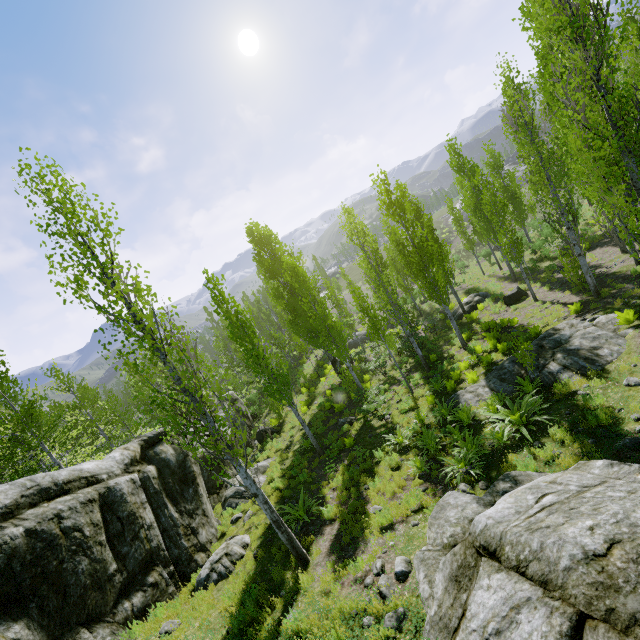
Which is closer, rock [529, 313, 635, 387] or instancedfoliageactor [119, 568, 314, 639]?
instancedfoliageactor [119, 568, 314, 639]

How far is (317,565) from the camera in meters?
7.9

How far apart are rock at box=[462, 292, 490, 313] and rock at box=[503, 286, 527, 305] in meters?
2.8

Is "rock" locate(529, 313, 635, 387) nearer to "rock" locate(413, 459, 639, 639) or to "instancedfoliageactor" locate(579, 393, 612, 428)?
"instancedfoliageactor" locate(579, 393, 612, 428)

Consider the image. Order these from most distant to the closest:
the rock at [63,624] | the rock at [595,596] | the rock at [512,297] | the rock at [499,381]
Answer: the rock at [512,297] → the rock at [499,381] → the rock at [63,624] → the rock at [595,596]

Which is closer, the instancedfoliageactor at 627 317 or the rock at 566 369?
the rock at 566 369

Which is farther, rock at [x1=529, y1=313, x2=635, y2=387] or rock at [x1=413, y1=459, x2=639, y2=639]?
rock at [x1=529, y1=313, x2=635, y2=387]

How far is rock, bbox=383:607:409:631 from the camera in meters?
5.3
